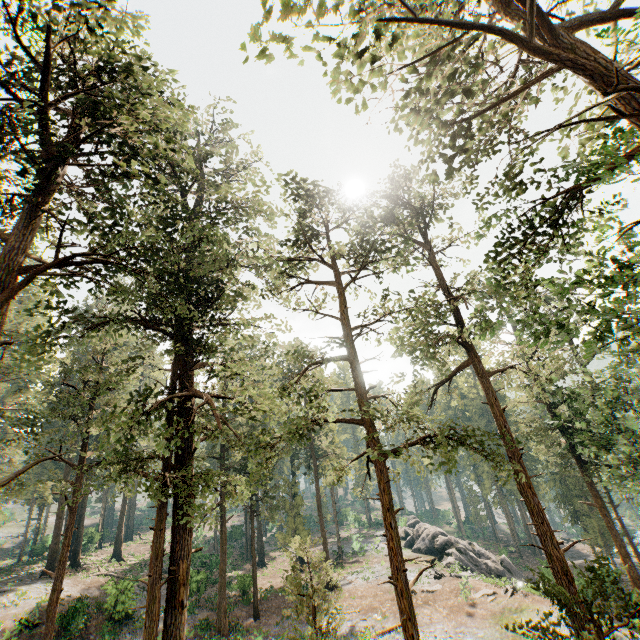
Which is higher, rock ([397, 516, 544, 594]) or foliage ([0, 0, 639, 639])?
foliage ([0, 0, 639, 639])

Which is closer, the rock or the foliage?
the foliage

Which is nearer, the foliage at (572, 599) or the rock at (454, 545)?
the foliage at (572, 599)

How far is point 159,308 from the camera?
15.1 meters

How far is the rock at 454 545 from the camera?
32.83m

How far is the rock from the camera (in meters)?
32.83
